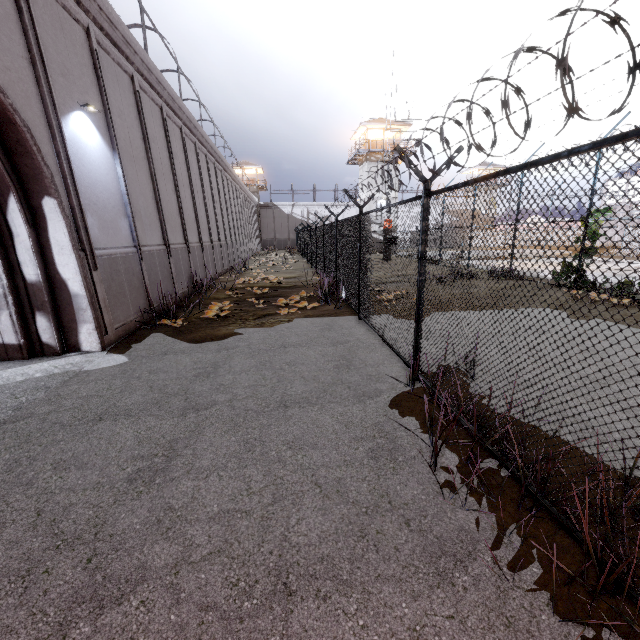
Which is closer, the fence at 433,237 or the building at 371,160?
the fence at 433,237

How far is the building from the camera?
38.25m

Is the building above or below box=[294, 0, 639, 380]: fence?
above

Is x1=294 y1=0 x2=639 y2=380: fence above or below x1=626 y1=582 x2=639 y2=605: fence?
above

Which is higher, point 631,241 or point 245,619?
point 631,241

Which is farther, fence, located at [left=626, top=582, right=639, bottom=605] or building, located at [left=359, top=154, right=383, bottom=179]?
building, located at [left=359, top=154, right=383, bottom=179]

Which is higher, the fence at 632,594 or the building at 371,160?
the building at 371,160
